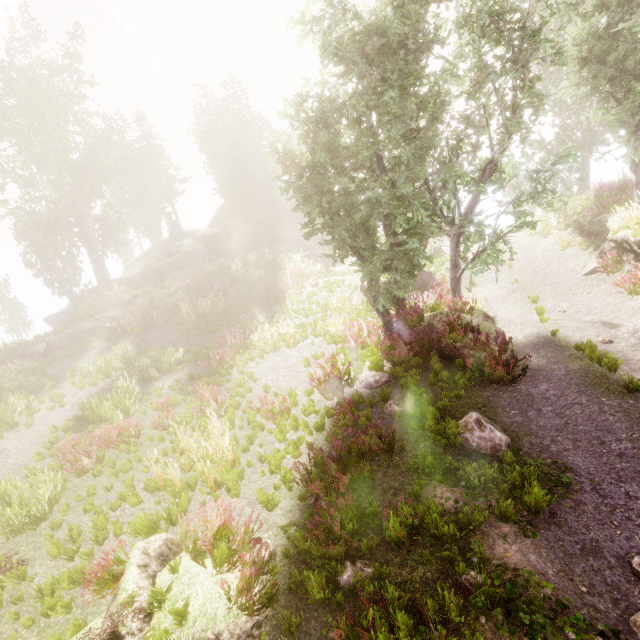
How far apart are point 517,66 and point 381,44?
4.8m

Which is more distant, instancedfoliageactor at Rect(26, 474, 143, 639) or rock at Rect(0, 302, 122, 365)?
rock at Rect(0, 302, 122, 365)

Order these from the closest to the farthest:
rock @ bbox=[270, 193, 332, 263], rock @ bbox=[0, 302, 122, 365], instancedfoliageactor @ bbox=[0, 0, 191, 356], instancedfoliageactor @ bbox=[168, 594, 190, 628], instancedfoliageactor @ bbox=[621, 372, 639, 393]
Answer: instancedfoliageactor @ bbox=[168, 594, 190, 628], instancedfoliageactor @ bbox=[621, 372, 639, 393], rock @ bbox=[0, 302, 122, 365], instancedfoliageactor @ bbox=[0, 0, 191, 356], rock @ bbox=[270, 193, 332, 263]

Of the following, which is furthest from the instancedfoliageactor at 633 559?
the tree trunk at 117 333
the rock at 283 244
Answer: the tree trunk at 117 333

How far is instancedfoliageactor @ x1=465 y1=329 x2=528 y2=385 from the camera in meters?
7.8 m

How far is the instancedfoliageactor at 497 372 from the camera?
7.8 meters

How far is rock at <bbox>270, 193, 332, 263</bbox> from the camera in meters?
38.4 m

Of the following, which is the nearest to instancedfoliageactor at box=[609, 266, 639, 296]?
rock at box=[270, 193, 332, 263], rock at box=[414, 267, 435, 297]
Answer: rock at box=[270, 193, 332, 263]
